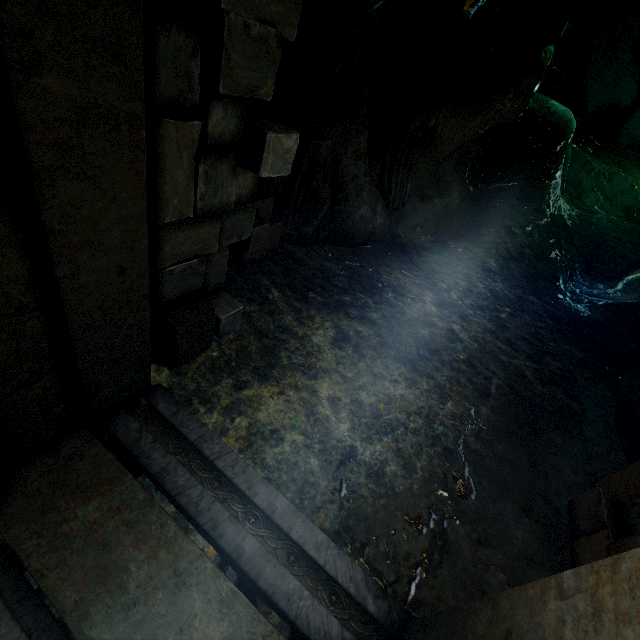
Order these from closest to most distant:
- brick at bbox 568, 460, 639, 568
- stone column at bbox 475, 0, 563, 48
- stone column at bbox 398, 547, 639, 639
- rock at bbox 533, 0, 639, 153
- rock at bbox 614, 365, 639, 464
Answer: stone column at bbox 398, 547, 639, 639, brick at bbox 568, 460, 639, 568, rock at bbox 614, 365, 639, 464, stone column at bbox 475, 0, 563, 48, rock at bbox 533, 0, 639, 153

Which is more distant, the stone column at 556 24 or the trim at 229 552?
the stone column at 556 24

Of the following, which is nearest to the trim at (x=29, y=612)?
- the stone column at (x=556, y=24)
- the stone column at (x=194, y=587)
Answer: the stone column at (x=194, y=587)

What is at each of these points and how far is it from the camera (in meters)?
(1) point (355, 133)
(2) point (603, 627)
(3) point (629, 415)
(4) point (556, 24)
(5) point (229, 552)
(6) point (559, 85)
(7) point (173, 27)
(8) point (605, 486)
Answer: (1) rock, 5.28
(2) stone column, 0.97
(3) rock, 4.00
(4) stone column, 6.55
(5) trim, 2.00
(6) rock, 17.53
(7) brick, 1.59
(8) brick, 3.04

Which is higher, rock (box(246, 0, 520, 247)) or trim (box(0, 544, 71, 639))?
rock (box(246, 0, 520, 247))

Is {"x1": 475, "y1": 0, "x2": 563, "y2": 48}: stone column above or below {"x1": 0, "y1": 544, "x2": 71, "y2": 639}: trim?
above

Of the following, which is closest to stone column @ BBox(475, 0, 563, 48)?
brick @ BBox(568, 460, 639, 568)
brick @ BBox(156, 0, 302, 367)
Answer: brick @ BBox(156, 0, 302, 367)

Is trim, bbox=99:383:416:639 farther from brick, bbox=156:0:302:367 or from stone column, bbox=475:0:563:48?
stone column, bbox=475:0:563:48
